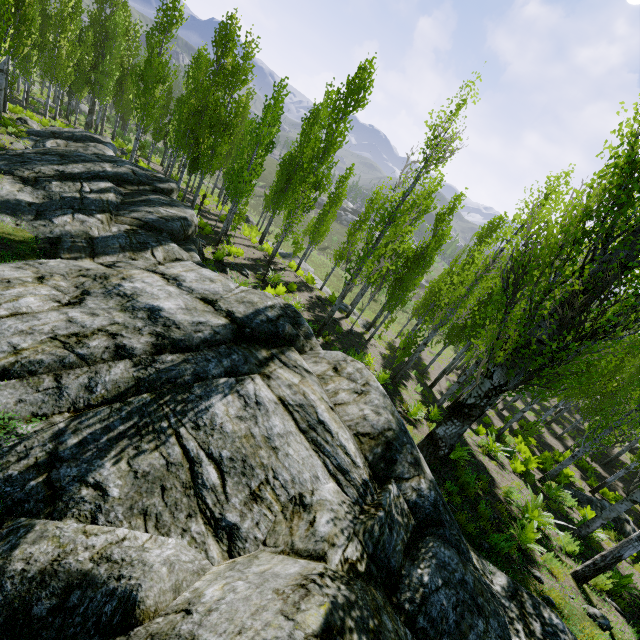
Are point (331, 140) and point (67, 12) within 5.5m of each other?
no

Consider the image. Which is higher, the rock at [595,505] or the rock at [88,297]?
the rock at [88,297]

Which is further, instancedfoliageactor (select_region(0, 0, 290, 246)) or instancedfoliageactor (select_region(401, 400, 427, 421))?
instancedfoliageactor (select_region(0, 0, 290, 246))

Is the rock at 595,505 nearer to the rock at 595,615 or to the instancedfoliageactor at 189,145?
the instancedfoliageactor at 189,145

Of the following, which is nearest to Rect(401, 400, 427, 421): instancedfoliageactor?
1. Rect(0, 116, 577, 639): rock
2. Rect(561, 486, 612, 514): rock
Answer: Rect(0, 116, 577, 639): rock

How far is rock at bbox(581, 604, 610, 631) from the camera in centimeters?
639cm
